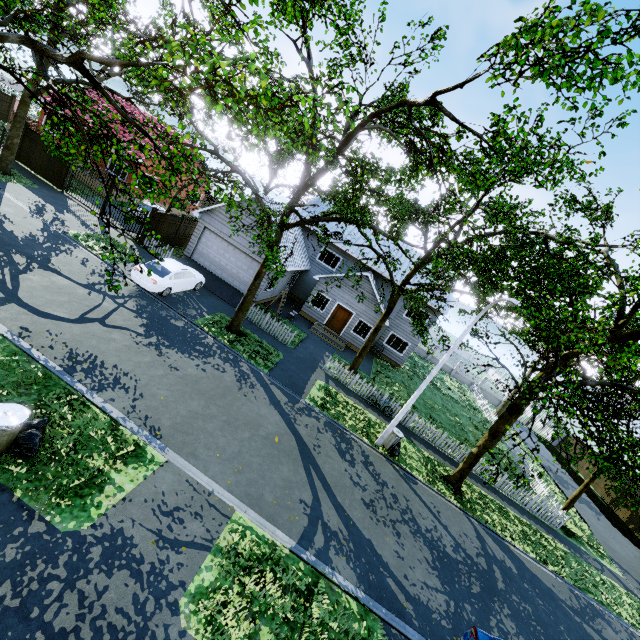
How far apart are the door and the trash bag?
19.84m

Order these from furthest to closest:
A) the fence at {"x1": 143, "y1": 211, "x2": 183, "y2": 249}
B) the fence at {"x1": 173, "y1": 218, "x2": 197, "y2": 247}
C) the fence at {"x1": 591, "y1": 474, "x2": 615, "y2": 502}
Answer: the fence at {"x1": 591, "y1": 474, "x2": 615, "y2": 502} < the fence at {"x1": 173, "y1": 218, "x2": 197, "y2": 247} < the fence at {"x1": 143, "y1": 211, "x2": 183, "y2": 249}

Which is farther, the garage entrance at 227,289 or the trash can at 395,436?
the garage entrance at 227,289

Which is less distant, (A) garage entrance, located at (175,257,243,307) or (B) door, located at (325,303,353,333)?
(A) garage entrance, located at (175,257,243,307)

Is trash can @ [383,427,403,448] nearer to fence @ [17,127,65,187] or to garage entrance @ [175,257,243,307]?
garage entrance @ [175,257,243,307]

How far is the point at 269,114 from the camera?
6.69m

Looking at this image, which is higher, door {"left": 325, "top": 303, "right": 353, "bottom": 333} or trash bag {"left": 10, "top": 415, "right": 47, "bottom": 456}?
door {"left": 325, "top": 303, "right": 353, "bottom": 333}

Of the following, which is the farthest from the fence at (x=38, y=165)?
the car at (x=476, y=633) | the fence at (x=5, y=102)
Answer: the car at (x=476, y=633)
